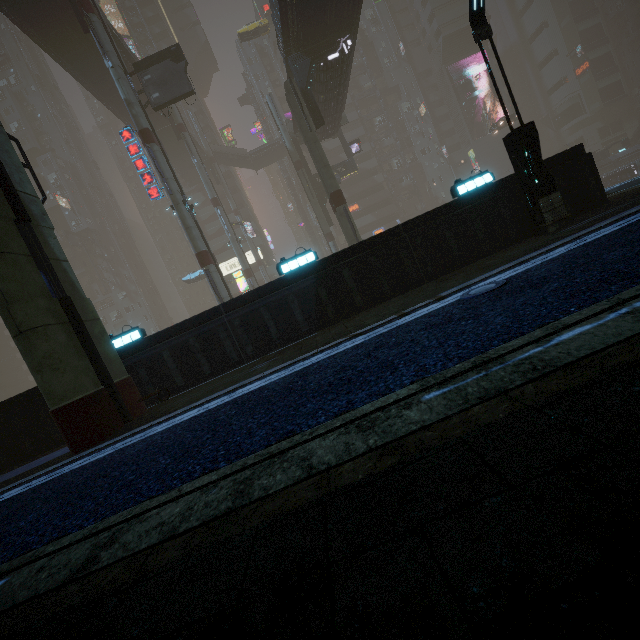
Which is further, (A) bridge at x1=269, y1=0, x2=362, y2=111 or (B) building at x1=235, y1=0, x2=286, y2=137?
(B) building at x1=235, y1=0, x2=286, y2=137

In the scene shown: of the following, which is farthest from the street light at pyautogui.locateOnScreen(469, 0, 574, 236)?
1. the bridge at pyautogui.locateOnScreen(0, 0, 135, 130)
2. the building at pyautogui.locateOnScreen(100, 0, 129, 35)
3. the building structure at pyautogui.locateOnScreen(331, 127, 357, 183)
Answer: the building structure at pyautogui.locateOnScreen(331, 127, 357, 183)

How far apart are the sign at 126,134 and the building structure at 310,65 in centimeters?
1152cm

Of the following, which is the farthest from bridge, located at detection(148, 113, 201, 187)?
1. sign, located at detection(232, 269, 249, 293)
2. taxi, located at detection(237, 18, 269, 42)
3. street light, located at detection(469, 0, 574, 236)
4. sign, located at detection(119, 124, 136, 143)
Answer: street light, located at detection(469, 0, 574, 236)

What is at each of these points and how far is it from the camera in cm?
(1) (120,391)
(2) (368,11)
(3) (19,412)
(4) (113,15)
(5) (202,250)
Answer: (1) sm, 845
(2) building, 5988
(3) building, 978
(4) building, 5800
(5) sm, 2256

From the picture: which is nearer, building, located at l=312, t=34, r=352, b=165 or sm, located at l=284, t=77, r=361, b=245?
sm, located at l=284, t=77, r=361, b=245

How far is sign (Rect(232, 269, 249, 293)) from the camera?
38.72m

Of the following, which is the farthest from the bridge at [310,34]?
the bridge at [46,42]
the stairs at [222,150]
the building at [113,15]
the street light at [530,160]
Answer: the stairs at [222,150]
